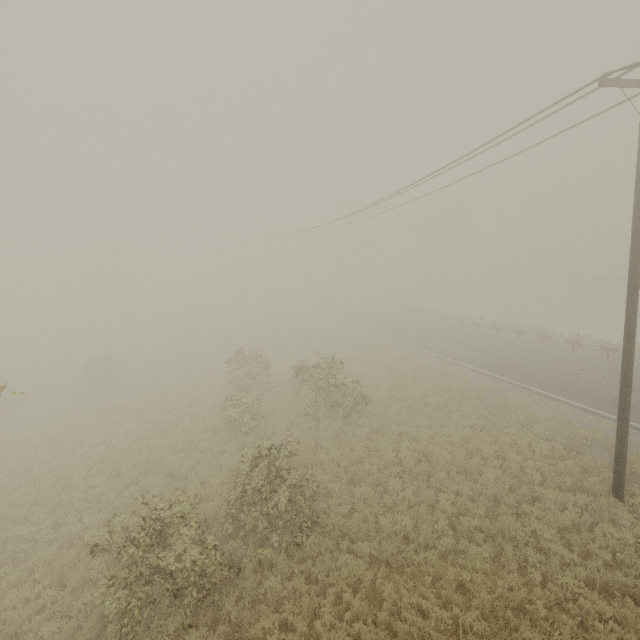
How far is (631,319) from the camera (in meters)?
8.86

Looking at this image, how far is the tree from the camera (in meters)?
53.62

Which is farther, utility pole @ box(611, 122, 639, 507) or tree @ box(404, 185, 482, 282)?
Answer: tree @ box(404, 185, 482, 282)

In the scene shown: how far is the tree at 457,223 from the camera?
53.6m

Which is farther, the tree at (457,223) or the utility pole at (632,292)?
the tree at (457,223)
